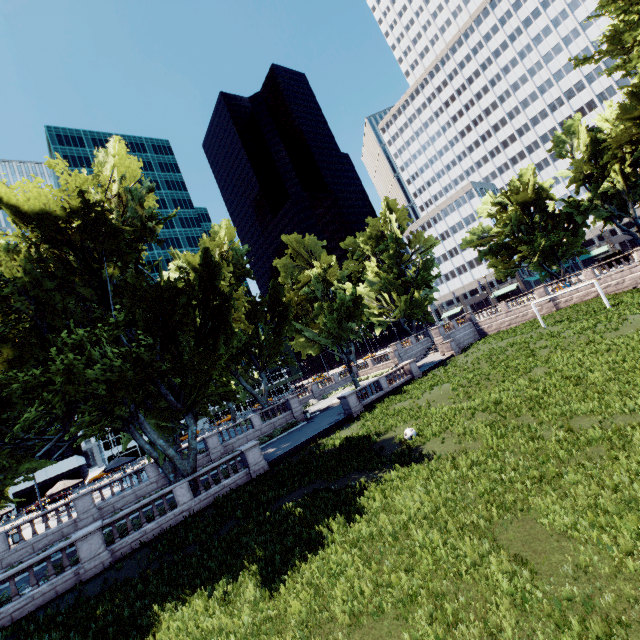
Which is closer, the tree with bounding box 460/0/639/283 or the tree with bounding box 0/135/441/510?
the tree with bounding box 0/135/441/510

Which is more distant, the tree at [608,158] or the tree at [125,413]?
the tree at [608,158]

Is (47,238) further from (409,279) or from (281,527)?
(409,279)
